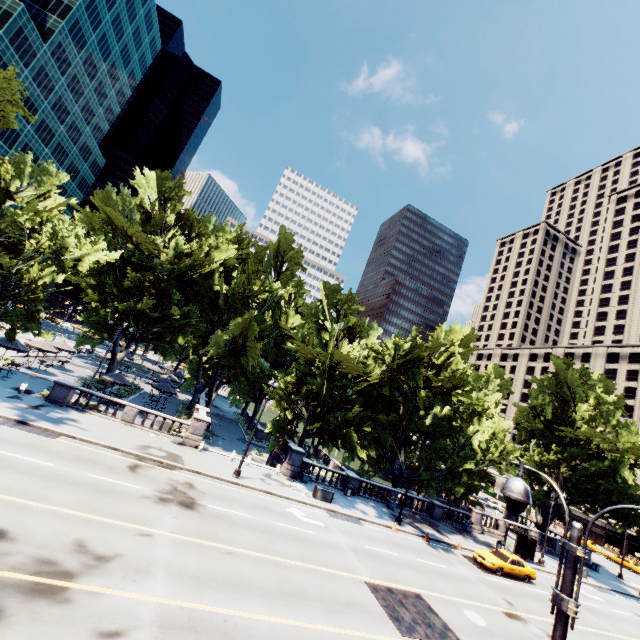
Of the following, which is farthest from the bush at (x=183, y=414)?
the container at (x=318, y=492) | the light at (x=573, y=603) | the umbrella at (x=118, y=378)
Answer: the light at (x=573, y=603)

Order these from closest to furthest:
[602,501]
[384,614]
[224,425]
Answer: [384,614]
[602,501]
[224,425]

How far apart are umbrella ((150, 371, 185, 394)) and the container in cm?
2358

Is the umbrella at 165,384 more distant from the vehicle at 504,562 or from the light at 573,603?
the light at 573,603

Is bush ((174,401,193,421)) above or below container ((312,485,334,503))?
below

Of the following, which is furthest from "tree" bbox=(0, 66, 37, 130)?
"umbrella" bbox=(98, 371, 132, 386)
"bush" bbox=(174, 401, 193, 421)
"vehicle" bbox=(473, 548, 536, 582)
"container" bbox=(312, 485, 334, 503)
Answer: "vehicle" bbox=(473, 548, 536, 582)

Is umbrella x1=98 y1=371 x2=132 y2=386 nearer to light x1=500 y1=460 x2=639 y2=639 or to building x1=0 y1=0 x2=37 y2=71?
light x1=500 y1=460 x2=639 y2=639

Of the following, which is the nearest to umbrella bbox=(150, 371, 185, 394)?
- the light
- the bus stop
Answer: the bus stop
